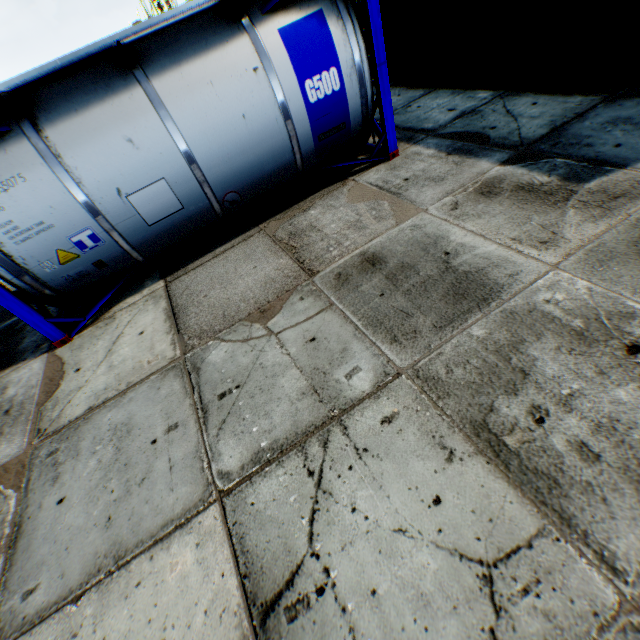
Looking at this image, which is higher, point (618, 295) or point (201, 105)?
point (201, 105)

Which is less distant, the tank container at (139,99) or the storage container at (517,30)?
the tank container at (139,99)

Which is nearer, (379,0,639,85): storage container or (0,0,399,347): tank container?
(0,0,399,347): tank container
